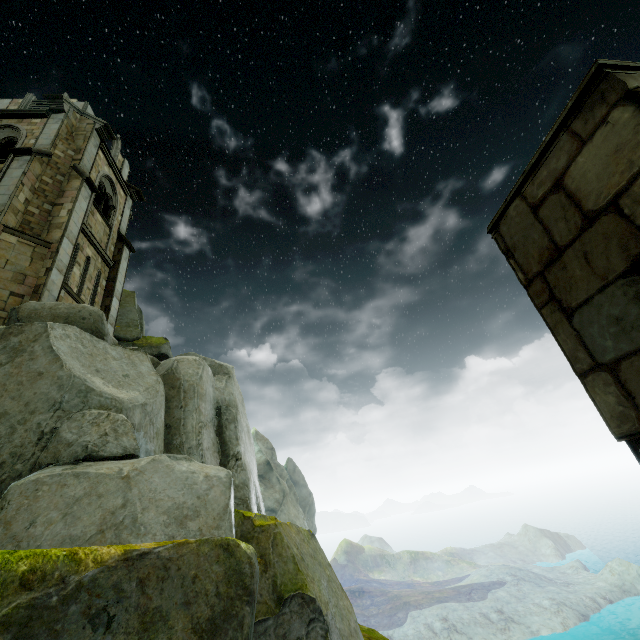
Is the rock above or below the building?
below

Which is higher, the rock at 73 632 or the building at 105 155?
the building at 105 155

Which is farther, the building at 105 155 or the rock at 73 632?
the building at 105 155

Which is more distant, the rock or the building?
the building

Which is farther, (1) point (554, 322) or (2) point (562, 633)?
(2) point (562, 633)
